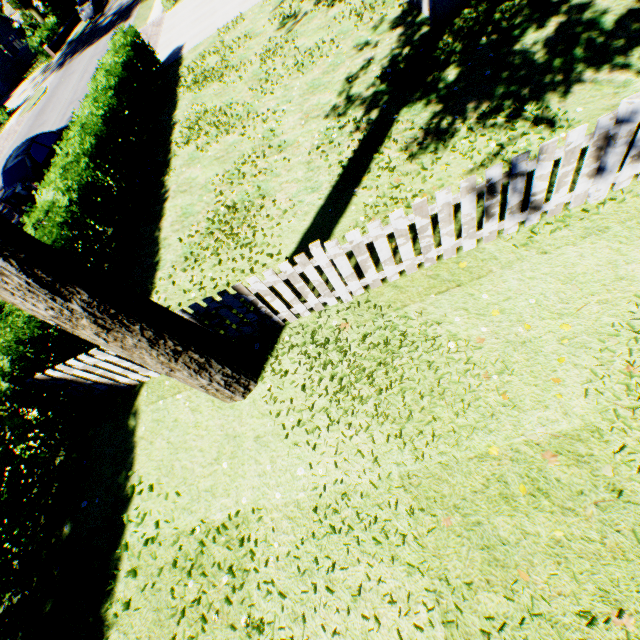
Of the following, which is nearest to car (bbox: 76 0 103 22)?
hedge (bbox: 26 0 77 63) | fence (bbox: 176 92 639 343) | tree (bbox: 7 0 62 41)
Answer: tree (bbox: 7 0 62 41)

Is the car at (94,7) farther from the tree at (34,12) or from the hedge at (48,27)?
the hedge at (48,27)

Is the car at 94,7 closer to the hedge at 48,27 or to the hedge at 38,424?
the hedge at 48,27

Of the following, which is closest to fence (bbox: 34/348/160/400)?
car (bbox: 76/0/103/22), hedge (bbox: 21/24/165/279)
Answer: hedge (bbox: 21/24/165/279)

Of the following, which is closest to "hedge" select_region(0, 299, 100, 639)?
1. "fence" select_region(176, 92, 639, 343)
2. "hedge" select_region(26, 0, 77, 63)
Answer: "fence" select_region(176, 92, 639, 343)

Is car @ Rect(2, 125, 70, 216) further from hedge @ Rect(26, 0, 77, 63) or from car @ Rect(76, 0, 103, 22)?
car @ Rect(76, 0, 103, 22)

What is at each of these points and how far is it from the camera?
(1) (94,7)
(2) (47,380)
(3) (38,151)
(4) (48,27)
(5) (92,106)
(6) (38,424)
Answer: (1) car, 34.53m
(2) fence, 5.22m
(3) car, 11.71m
(4) hedge, 33.84m
(5) hedge, 10.22m
(6) hedge, 5.19m

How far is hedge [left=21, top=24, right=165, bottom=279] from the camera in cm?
719
